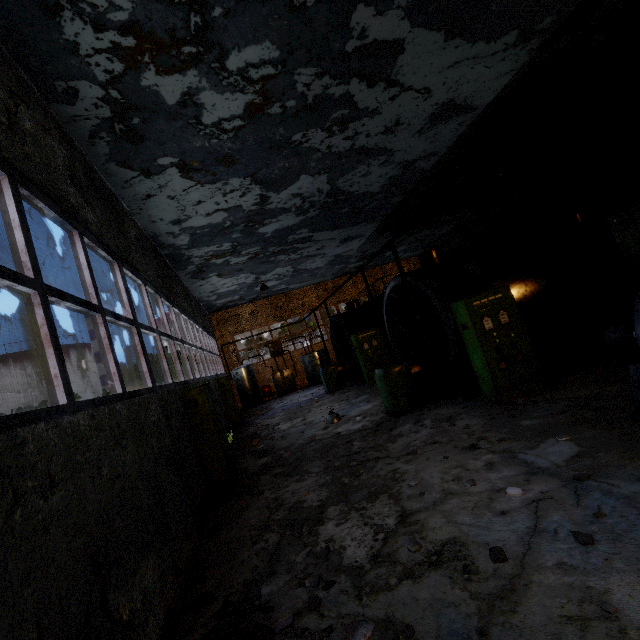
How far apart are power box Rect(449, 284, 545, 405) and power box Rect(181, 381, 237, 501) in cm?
596

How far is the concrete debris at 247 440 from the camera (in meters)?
10.59

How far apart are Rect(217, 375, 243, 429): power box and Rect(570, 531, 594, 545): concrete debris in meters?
13.2 m

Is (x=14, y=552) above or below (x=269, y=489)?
above

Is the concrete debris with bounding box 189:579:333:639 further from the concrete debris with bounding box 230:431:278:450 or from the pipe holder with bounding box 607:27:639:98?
the concrete debris with bounding box 230:431:278:450

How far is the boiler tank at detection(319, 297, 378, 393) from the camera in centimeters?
1554cm

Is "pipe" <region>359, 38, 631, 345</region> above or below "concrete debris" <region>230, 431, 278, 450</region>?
above

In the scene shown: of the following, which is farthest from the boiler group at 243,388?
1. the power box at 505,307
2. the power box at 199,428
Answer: the power box at 505,307
